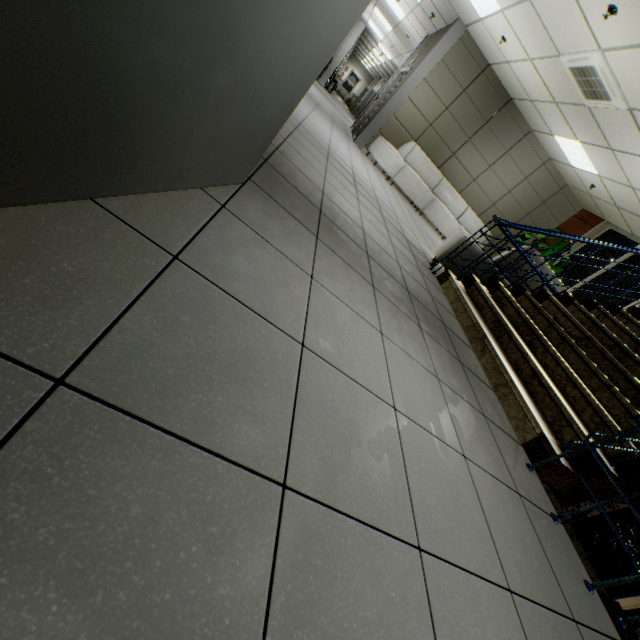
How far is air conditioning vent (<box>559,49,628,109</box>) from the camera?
4.5m

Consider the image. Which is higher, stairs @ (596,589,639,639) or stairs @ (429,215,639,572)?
stairs @ (429,215,639,572)

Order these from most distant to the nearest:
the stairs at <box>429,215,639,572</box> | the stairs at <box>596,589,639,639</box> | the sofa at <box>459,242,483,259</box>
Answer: the sofa at <box>459,242,483,259</box>, the stairs at <box>429,215,639,572</box>, the stairs at <box>596,589,639,639</box>

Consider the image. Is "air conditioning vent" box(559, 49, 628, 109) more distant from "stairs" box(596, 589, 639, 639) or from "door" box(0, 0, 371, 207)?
"door" box(0, 0, 371, 207)

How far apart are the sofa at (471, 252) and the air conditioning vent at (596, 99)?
2.8m

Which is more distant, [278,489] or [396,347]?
[396,347]

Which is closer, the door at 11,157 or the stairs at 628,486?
the door at 11,157
